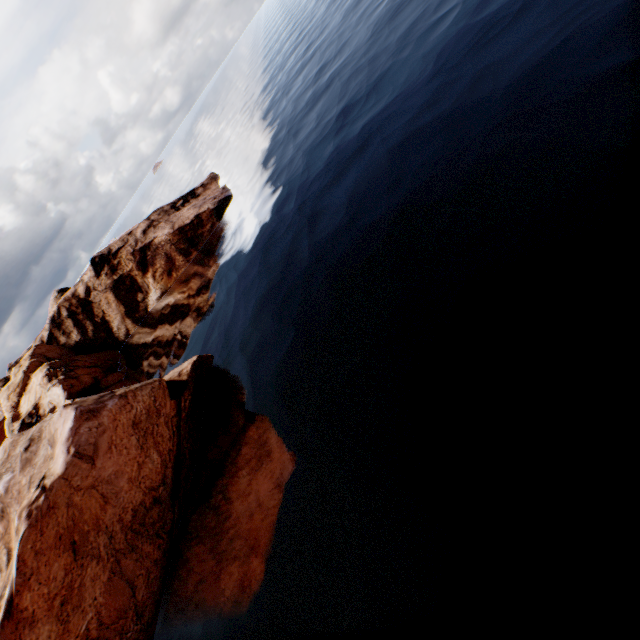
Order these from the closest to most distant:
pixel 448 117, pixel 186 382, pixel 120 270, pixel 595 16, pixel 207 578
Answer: pixel 595 16, pixel 207 578, pixel 448 117, pixel 186 382, pixel 120 270
